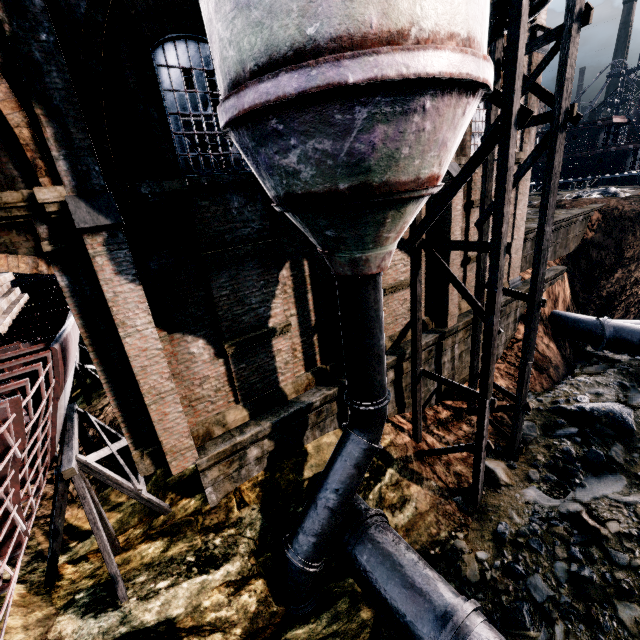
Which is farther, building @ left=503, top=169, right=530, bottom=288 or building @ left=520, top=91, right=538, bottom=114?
building @ left=503, top=169, right=530, bottom=288

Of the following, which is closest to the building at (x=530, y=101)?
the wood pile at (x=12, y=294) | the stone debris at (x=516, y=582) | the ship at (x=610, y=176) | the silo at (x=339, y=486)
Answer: the silo at (x=339, y=486)

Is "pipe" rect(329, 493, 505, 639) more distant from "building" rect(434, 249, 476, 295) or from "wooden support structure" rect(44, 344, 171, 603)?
"wooden support structure" rect(44, 344, 171, 603)

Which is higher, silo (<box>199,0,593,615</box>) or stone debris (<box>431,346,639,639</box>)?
silo (<box>199,0,593,615</box>)

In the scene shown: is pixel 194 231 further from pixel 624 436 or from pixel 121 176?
pixel 624 436

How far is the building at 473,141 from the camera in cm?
1235

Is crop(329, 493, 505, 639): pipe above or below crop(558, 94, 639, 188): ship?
below
